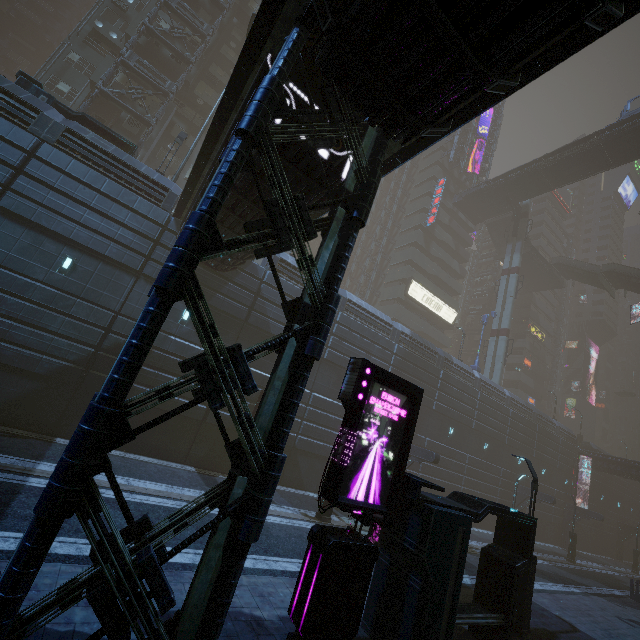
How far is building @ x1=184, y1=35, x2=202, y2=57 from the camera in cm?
3120

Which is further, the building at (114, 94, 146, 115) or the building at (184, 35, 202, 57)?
the building at (184, 35, 202, 57)

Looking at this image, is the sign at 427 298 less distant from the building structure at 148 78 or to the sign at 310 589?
the sign at 310 589

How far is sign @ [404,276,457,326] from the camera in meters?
43.3 m

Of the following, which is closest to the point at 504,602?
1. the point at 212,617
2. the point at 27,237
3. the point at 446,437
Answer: the point at 212,617

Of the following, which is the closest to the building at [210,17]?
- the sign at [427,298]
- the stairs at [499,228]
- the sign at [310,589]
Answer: the sign at [427,298]

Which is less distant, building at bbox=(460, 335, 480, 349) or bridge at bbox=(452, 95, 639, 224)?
bridge at bbox=(452, 95, 639, 224)

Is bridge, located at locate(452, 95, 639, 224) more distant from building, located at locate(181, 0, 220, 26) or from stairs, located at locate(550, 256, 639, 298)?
stairs, located at locate(550, 256, 639, 298)
